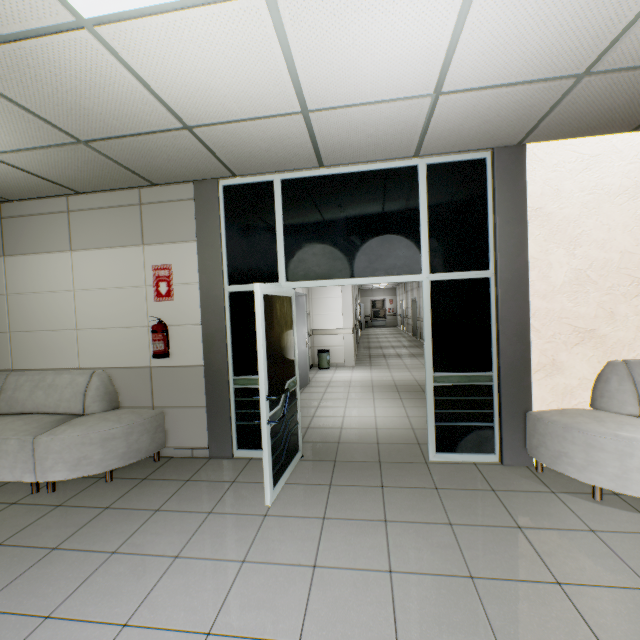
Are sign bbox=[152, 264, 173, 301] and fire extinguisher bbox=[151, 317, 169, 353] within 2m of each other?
yes

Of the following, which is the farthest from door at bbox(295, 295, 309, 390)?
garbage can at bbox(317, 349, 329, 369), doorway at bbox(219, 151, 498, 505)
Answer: garbage can at bbox(317, 349, 329, 369)

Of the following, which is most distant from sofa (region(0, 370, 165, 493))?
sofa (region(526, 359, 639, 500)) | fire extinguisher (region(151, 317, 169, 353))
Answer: sofa (region(526, 359, 639, 500))

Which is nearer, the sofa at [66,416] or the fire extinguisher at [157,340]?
the sofa at [66,416]

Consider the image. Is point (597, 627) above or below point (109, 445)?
below

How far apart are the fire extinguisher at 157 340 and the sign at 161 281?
0.27m

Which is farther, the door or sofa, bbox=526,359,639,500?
the door

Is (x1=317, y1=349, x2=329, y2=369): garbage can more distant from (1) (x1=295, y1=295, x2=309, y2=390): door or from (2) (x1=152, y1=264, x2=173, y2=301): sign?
(2) (x1=152, y1=264, x2=173, y2=301): sign
